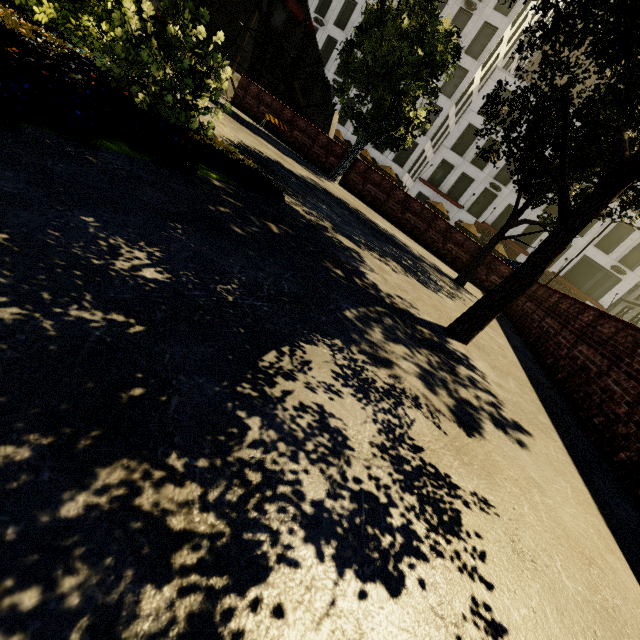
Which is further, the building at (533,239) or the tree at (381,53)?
the building at (533,239)

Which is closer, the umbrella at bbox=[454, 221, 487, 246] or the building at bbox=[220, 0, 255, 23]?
the umbrella at bbox=[454, 221, 487, 246]

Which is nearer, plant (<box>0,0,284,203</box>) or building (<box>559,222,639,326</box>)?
plant (<box>0,0,284,203</box>)

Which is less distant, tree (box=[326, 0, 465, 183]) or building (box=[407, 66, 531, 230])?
tree (box=[326, 0, 465, 183])

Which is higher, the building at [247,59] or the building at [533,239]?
the building at [533,239]

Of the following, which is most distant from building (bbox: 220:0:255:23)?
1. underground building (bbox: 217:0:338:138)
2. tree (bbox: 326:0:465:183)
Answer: underground building (bbox: 217:0:338:138)

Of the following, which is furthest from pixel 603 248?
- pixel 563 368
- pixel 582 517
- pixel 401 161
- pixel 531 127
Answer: pixel 582 517

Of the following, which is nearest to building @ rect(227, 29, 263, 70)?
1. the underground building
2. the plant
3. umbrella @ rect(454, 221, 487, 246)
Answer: the plant
